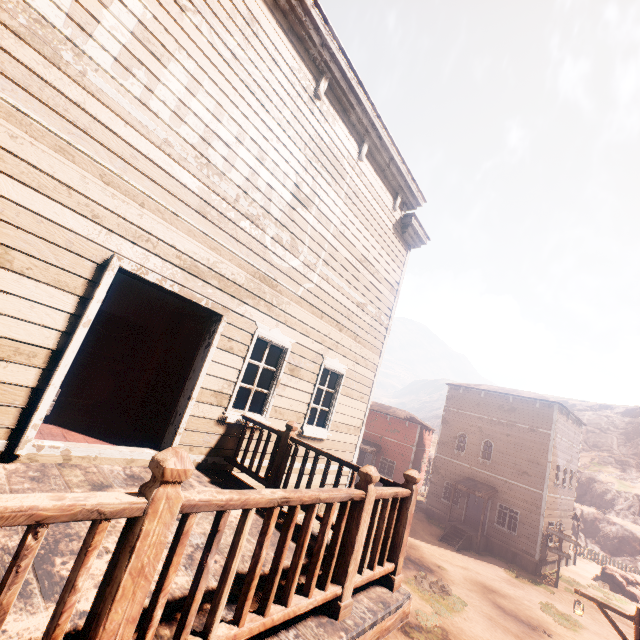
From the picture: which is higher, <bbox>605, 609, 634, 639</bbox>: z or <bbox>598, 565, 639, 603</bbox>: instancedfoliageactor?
<bbox>598, 565, 639, 603</bbox>: instancedfoliageactor

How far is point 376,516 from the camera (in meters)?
2.91

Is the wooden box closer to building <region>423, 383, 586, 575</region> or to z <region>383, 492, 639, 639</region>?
building <region>423, 383, 586, 575</region>

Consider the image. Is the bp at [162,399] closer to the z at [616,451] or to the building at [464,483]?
the building at [464,483]

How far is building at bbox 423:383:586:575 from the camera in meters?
21.4

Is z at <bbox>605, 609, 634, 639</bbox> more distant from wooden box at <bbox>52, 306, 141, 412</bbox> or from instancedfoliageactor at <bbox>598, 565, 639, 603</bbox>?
wooden box at <bbox>52, 306, 141, 412</bbox>

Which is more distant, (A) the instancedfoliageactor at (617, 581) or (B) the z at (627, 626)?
(A) the instancedfoliageactor at (617, 581)

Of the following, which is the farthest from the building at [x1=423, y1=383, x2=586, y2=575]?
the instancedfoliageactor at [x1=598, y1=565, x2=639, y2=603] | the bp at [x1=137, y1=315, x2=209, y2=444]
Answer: the instancedfoliageactor at [x1=598, y1=565, x2=639, y2=603]
